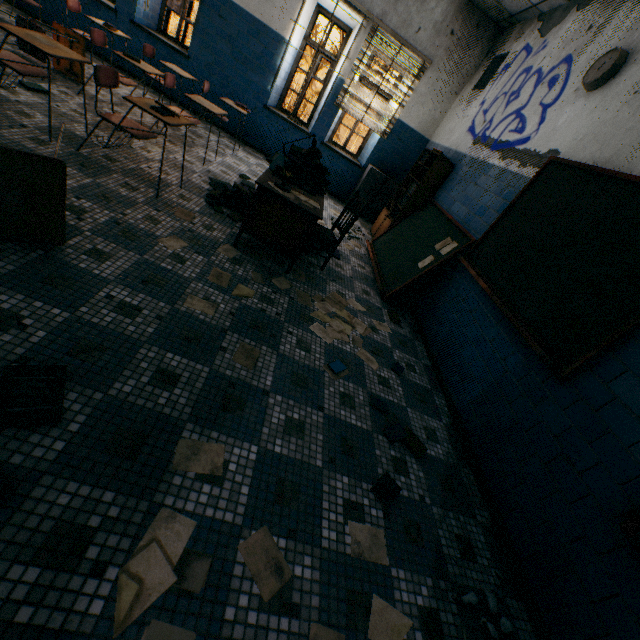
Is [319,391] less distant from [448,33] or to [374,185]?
[374,185]

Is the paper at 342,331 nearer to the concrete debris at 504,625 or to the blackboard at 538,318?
the blackboard at 538,318

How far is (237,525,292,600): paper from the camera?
1.3m

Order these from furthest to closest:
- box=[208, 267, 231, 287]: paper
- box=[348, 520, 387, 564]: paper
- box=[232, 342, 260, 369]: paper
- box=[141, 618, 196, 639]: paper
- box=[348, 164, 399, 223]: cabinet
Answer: box=[348, 164, 399, 223]: cabinet, box=[208, 267, 231, 287]: paper, box=[232, 342, 260, 369]: paper, box=[348, 520, 387, 564]: paper, box=[141, 618, 196, 639]: paper

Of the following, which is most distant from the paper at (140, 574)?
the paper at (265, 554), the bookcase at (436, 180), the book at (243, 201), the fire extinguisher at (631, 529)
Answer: the bookcase at (436, 180)

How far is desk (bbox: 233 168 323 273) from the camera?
3.02m

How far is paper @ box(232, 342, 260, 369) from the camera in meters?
2.1 m

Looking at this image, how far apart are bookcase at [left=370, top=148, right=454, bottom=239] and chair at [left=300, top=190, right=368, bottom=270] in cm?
A: 204
